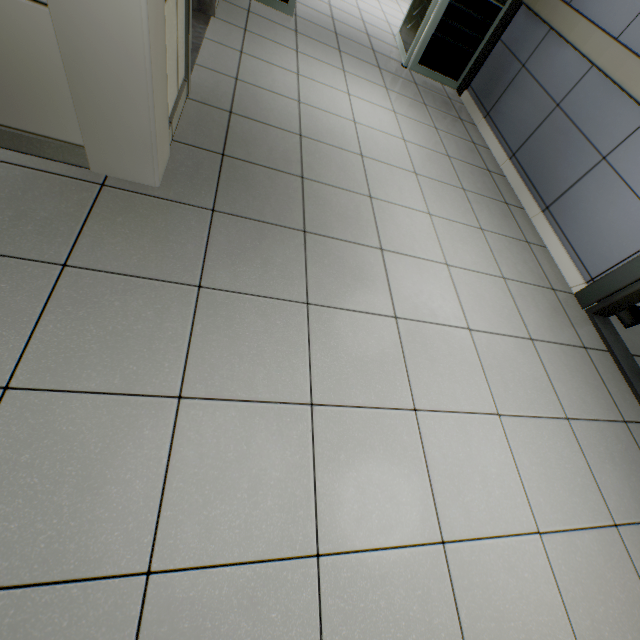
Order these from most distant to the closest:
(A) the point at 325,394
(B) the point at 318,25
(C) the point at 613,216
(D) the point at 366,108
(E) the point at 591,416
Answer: (B) the point at 318,25
(D) the point at 366,108
(C) the point at 613,216
(E) the point at 591,416
(A) the point at 325,394

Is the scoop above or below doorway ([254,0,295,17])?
below

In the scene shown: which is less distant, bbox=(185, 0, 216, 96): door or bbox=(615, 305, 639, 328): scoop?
bbox=(185, 0, 216, 96): door

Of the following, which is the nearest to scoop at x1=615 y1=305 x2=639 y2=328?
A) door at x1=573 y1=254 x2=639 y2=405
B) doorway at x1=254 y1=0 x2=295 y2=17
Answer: door at x1=573 y1=254 x2=639 y2=405

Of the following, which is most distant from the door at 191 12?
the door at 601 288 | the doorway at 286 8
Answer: the door at 601 288

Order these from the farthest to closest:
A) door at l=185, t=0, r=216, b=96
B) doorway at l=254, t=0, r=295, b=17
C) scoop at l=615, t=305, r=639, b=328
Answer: doorway at l=254, t=0, r=295, b=17 → scoop at l=615, t=305, r=639, b=328 → door at l=185, t=0, r=216, b=96

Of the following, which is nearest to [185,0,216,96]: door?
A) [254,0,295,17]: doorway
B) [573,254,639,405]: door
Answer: [254,0,295,17]: doorway

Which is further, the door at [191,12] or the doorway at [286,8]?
the doorway at [286,8]
